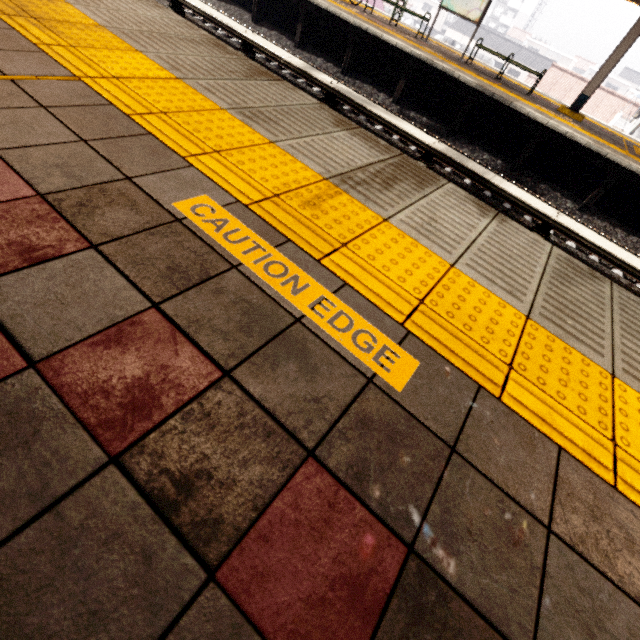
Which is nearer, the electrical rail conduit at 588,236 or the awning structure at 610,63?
the electrical rail conduit at 588,236

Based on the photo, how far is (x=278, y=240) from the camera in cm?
157

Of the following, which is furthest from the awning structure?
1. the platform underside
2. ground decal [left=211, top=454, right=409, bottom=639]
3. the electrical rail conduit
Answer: ground decal [left=211, top=454, right=409, bottom=639]

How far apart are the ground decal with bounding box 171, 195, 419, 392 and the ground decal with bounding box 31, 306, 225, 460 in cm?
43

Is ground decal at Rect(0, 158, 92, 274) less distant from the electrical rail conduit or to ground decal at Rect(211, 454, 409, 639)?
ground decal at Rect(211, 454, 409, 639)

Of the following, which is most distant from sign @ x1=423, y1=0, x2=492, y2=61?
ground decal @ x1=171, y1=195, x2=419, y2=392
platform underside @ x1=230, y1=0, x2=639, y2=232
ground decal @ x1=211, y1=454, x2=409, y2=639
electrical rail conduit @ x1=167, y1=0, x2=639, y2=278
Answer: ground decal @ x1=211, y1=454, x2=409, y2=639

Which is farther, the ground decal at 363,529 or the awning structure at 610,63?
the awning structure at 610,63

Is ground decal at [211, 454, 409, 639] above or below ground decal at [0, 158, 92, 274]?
below
